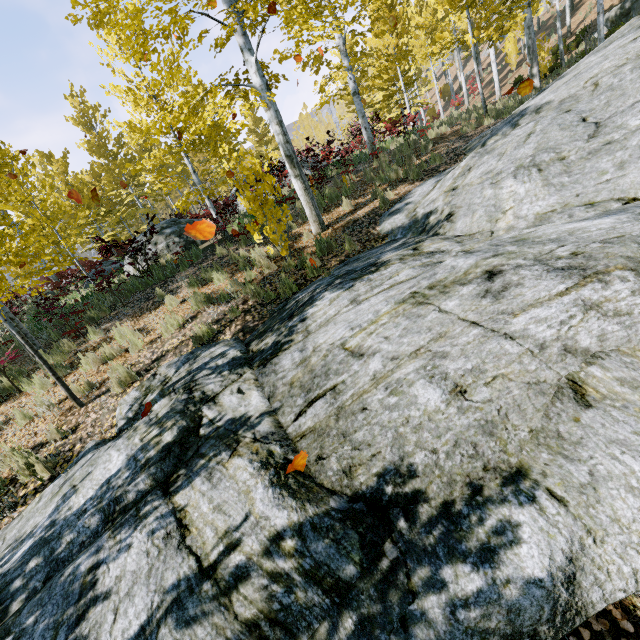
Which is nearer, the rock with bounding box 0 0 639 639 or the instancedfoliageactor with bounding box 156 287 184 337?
the rock with bounding box 0 0 639 639

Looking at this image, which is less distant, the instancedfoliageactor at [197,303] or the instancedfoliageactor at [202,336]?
the instancedfoliageactor at [202,336]

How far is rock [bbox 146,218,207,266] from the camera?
11.7m

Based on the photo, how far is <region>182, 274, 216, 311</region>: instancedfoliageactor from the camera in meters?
7.0 m

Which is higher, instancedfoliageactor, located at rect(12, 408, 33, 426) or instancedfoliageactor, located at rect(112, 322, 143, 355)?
instancedfoliageactor, located at rect(112, 322, 143, 355)

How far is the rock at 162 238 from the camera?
11.66m

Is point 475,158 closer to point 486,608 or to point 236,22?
point 236,22

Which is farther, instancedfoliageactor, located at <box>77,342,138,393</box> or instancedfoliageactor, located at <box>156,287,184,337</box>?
instancedfoliageactor, located at <box>156,287,184,337</box>
